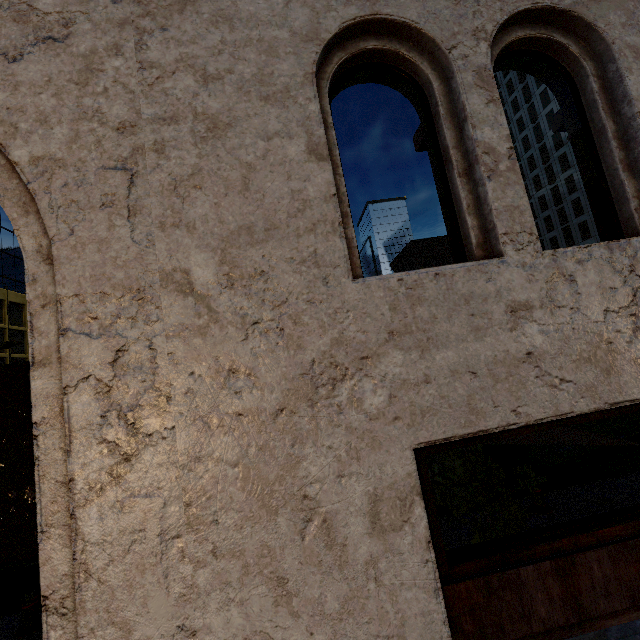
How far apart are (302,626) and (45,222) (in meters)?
2.34

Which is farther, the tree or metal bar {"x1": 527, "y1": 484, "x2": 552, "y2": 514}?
metal bar {"x1": 527, "y1": 484, "x2": 552, "y2": 514}

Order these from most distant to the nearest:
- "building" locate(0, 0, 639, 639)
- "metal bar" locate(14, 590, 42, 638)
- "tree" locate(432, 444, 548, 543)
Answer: "metal bar" locate(14, 590, 42, 638) → "tree" locate(432, 444, 548, 543) → "building" locate(0, 0, 639, 639)

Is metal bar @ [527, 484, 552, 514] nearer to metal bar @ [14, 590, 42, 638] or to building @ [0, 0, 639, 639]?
building @ [0, 0, 639, 639]

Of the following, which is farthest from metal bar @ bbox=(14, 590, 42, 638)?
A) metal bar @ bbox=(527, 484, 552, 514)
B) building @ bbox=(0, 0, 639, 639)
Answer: metal bar @ bbox=(527, 484, 552, 514)

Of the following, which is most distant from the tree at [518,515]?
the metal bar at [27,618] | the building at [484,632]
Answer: the metal bar at [27,618]

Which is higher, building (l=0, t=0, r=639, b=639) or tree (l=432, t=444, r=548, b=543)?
building (l=0, t=0, r=639, b=639)

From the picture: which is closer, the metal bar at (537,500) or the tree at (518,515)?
the tree at (518,515)
